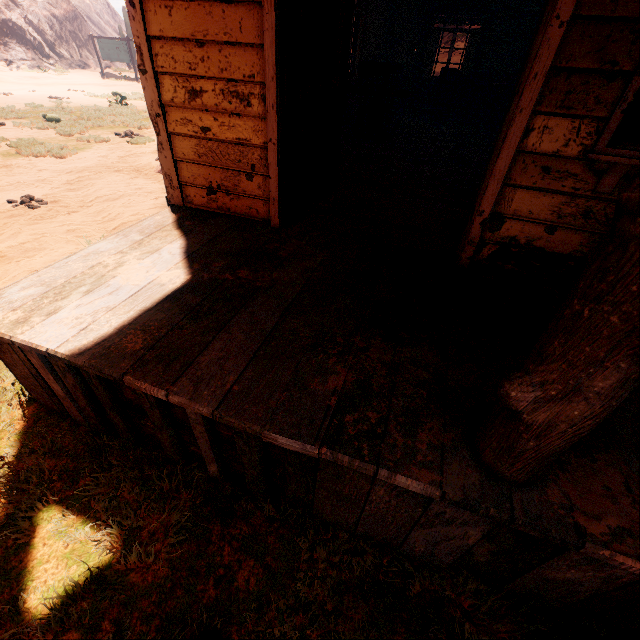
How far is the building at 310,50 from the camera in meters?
5.0 m

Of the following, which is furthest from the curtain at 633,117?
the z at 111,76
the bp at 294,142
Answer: the z at 111,76

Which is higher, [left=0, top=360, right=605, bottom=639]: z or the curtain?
the curtain

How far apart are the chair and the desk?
3.0 meters

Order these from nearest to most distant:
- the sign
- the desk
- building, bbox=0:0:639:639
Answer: building, bbox=0:0:639:639
the desk
the sign

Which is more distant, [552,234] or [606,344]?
[552,234]

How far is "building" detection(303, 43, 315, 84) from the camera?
4.96m

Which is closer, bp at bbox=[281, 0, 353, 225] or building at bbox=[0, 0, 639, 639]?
building at bbox=[0, 0, 639, 639]
